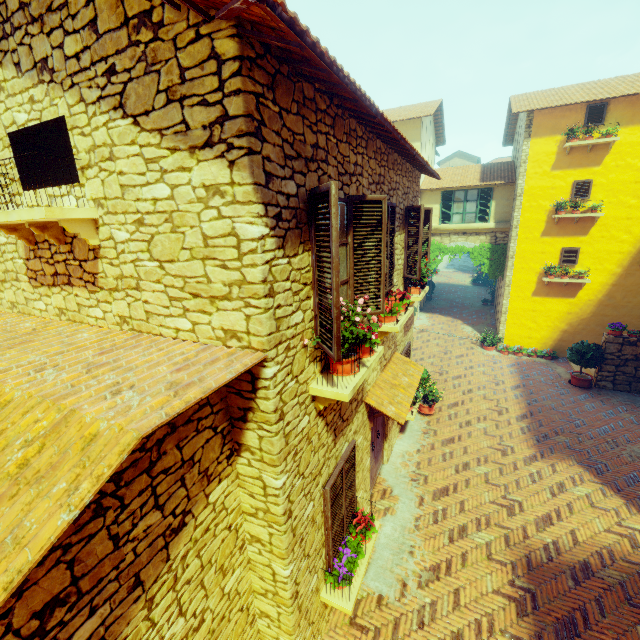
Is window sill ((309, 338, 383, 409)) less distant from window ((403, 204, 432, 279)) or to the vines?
window ((403, 204, 432, 279))

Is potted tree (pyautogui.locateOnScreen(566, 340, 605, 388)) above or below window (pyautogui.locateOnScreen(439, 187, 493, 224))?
below

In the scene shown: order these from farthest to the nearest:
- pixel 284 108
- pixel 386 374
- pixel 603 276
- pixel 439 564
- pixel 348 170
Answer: pixel 603 276 → pixel 386 374 → pixel 439 564 → pixel 348 170 → pixel 284 108

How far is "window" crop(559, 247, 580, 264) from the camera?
12.8m

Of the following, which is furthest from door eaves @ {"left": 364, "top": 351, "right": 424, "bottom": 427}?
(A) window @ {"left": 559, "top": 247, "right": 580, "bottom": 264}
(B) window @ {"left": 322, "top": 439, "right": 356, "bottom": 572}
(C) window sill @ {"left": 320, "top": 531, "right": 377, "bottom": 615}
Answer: (A) window @ {"left": 559, "top": 247, "right": 580, "bottom": 264}

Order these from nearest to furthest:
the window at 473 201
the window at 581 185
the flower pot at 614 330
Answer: the flower pot at 614 330, the window at 581 185, the window at 473 201

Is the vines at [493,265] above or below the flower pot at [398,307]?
below

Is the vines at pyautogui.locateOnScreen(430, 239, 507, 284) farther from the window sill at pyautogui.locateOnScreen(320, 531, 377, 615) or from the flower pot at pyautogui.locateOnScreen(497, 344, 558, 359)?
the window sill at pyautogui.locateOnScreen(320, 531, 377, 615)
